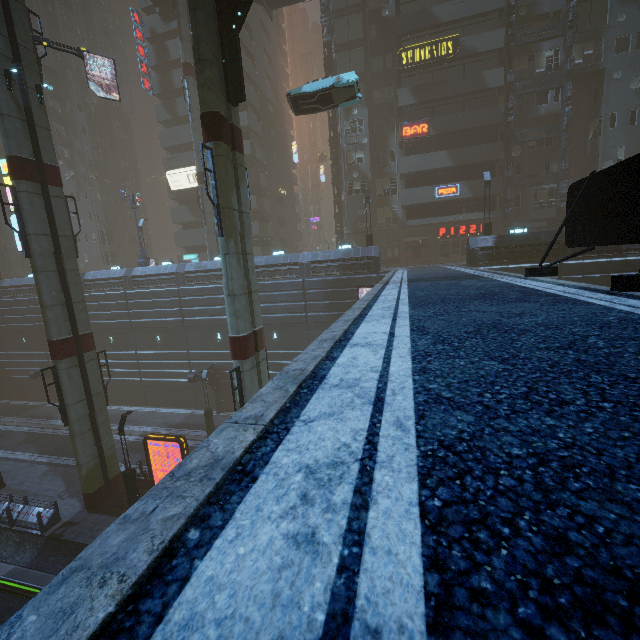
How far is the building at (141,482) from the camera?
19.9m

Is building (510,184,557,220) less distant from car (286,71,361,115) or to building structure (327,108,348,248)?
building structure (327,108,348,248)

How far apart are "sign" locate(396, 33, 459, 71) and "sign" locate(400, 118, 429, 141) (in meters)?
4.28

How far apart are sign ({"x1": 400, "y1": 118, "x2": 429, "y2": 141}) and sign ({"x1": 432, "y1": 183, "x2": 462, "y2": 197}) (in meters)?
4.37

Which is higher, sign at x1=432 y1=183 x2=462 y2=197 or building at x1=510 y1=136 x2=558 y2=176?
building at x1=510 y1=136 x2=558 y2=176

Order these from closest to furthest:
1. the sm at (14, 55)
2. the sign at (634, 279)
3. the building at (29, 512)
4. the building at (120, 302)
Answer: the sign at (634, 279)
the sm at (14, 55)
the building at (29, 512)
the building at (120, 302)

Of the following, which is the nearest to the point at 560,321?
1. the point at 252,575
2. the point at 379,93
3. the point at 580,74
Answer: the point at 252,575

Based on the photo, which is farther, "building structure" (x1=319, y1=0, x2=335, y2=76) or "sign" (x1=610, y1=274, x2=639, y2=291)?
"building structure" (x1=319, y1=0, x2=335, y2=76)
